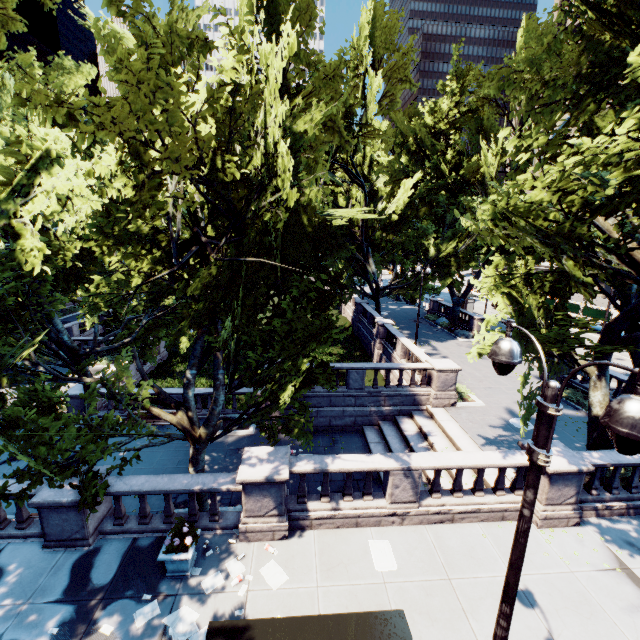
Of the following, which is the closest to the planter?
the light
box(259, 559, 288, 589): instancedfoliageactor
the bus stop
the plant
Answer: the plant

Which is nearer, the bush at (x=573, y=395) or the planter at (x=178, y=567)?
the planter at (x=178, y=567)

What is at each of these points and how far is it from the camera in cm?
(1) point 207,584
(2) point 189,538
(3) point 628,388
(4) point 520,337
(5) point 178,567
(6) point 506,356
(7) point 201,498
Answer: (1) instancedfoliageactor, 817
(2) plant, 814
(3) tree, 995
(4) tree, 1013
(5) planter, 823
(6) light, 463
(7) tree, 1079

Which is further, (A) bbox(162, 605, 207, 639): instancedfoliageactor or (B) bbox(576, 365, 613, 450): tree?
(B) bbox(576, 365, 613, 450): tree

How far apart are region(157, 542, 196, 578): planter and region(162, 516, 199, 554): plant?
0.1m

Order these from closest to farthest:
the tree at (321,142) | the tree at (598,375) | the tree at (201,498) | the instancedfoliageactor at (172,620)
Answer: the tree at (321,142)
the instancedfoliageactor at (172,620)
the tree at (201,498)
the tree at (598,375)

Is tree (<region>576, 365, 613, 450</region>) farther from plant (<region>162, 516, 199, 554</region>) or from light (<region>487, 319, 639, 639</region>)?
light (<region>487, 319, 639, 639</region>)

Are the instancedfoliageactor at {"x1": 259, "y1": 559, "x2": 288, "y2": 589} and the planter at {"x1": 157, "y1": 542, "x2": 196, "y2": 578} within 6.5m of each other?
yes
